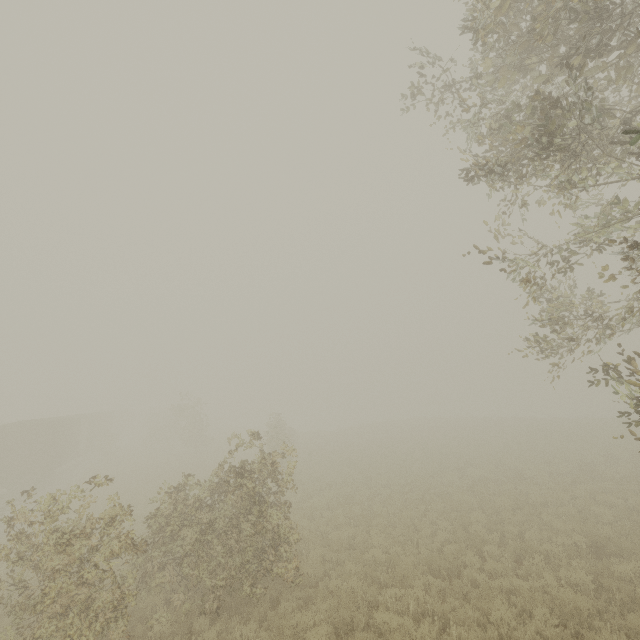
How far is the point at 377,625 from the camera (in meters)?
7.80
